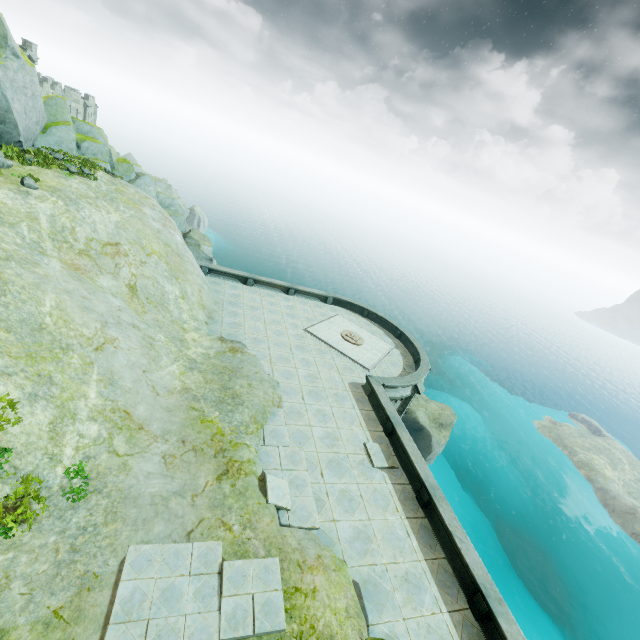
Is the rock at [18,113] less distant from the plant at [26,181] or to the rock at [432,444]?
the plant at [26,181]

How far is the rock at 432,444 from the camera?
30.5m

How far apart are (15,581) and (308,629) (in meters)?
6.92

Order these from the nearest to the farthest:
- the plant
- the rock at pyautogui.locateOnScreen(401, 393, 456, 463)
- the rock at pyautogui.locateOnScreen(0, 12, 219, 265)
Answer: the plant
the rock at pyautogui.locateOnScreen(0, 12, 219, 265)
the rock at pyautogui.locateOnScreen(401, 393, 456, 463)

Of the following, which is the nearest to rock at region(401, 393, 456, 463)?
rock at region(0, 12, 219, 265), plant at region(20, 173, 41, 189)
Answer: plant at region(20, 173, 41, 189)

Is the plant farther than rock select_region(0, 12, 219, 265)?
No

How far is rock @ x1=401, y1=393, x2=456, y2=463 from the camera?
30.45m

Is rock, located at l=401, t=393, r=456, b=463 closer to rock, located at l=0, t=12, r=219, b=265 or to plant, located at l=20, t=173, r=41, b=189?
plant, located at l=20, t=173, r=41, b=189
